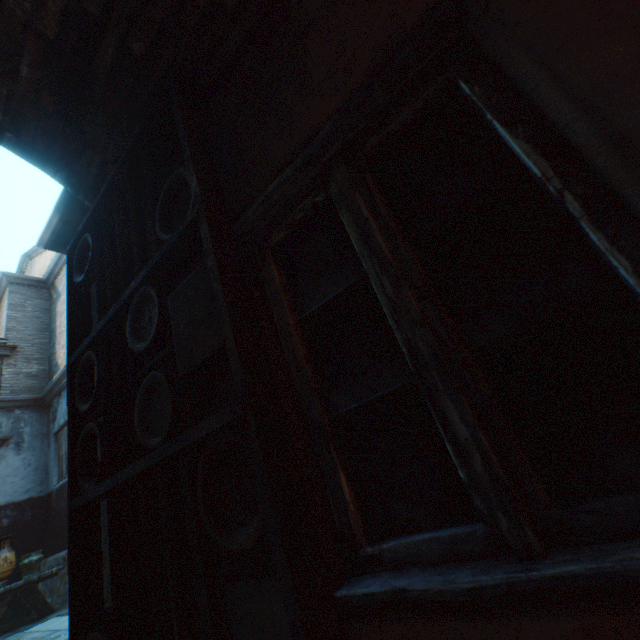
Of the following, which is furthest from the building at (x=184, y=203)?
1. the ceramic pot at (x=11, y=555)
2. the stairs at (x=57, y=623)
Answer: the ceramic pot at (x=11, y=555)

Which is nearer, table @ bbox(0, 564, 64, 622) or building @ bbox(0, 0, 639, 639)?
building @ bbox(0, 0, 639, 639)

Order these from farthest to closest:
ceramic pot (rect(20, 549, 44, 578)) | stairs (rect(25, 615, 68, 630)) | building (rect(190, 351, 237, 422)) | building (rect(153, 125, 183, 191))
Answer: ceramic pot (rect(20, 549, 44, 578)) < stairs (rect(25, 615, 68, 630)) < building (rect(153, 125, 183, 191)) < building (rect(190, 351, 237, 422))

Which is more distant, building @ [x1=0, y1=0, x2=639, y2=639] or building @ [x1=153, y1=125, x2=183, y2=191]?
building @ [x1=153, y1=125, x2=183, y2=191]

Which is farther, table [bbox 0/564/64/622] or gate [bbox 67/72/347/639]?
table [bbox 0/564/64/622]

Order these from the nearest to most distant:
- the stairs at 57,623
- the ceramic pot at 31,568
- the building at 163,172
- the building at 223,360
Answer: the building at 223,360 < the building at 163,172 < the stairs at 57,623 < the ceramic pot at 31,568

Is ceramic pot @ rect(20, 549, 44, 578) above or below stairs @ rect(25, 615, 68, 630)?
above

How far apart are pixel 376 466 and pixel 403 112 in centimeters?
113cm
